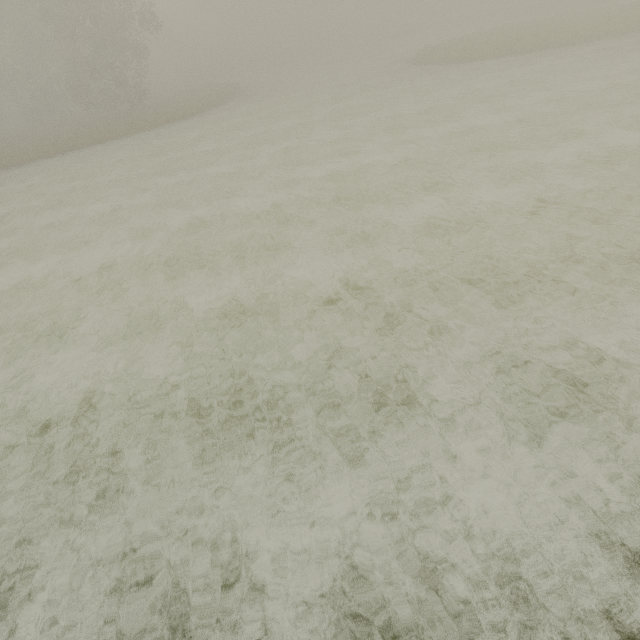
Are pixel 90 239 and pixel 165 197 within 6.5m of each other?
yes
